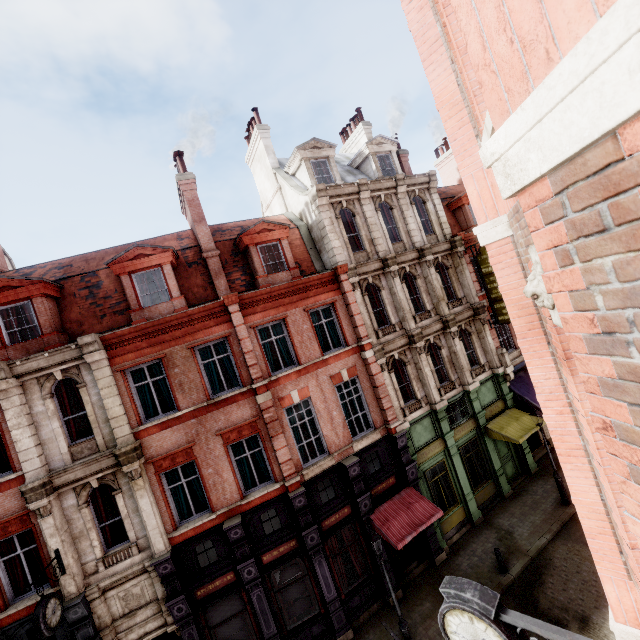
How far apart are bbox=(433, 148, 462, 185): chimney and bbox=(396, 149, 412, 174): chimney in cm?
671

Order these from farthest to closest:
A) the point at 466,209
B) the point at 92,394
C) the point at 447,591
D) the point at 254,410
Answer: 1. the point at 466,209
2. the point at 254,410
3. the point at 92,394
4. the point at 447,591

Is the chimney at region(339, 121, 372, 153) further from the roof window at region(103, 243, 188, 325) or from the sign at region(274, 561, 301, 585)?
the sign at region(274, 561, 301, 585)

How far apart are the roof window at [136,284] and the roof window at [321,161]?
7.48m

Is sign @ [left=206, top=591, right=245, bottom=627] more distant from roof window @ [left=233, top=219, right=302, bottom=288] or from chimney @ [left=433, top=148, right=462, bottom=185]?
chimney @ [left=433, top=148, right=462, bottom=185]

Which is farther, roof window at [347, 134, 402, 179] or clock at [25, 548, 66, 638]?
roof window at [347, 134, 402, 179]

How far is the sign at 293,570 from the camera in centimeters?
1247cm

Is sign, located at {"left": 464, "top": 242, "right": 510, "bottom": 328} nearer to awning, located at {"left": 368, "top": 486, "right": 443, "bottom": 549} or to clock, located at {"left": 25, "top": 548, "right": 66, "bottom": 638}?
awning, located at {"left": 368, "top": 486, "right": 443, "bottom": 549}
